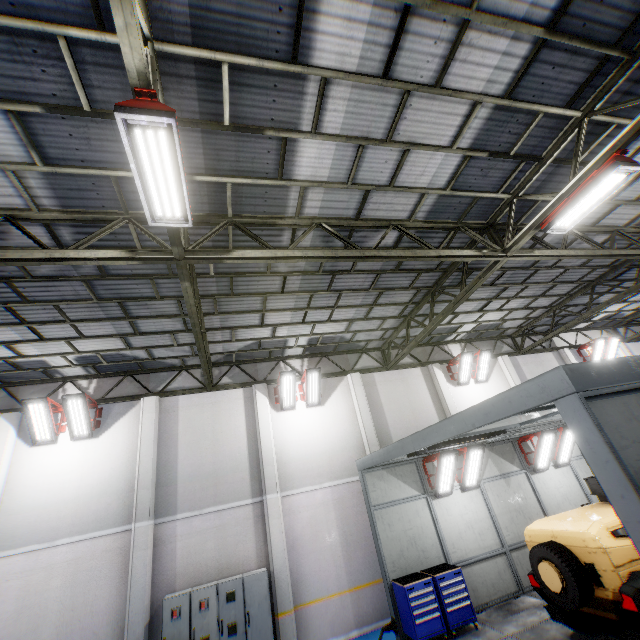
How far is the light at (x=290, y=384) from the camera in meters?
12.0

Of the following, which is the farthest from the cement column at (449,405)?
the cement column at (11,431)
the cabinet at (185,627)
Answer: the cement column at (11,431)

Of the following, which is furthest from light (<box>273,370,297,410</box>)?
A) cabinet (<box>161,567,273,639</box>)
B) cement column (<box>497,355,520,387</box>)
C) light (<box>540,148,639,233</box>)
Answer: cement column (<box>497,355,520,387</box>)

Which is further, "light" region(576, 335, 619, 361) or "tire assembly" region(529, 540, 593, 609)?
"light" region(576, 335, 619, 361)

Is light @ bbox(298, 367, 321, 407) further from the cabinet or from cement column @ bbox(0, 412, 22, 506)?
cement column @ bbox(0, 412, 22, 506)

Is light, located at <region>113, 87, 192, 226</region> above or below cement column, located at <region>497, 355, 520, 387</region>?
above

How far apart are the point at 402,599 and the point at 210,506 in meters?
6.2

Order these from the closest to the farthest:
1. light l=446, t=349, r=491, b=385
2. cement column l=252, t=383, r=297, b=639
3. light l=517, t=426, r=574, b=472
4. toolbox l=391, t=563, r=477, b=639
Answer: toolbox l=391, t=563, r=477, b=639, cement column l=252, t=383, r=297, b=639, light l=517, t=426, r=574, b=472, light l=446, t=349, r=491, b=385
